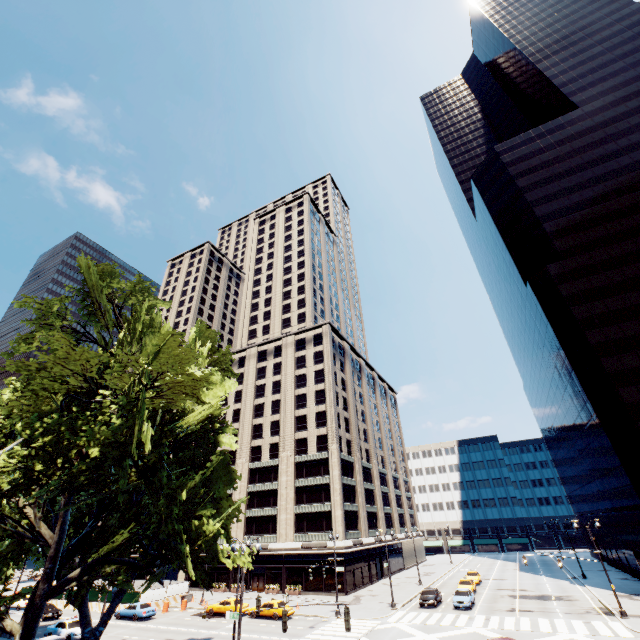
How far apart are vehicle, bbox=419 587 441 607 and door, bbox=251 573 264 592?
24.45m

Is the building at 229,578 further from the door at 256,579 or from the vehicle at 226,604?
the vehicle at 226,604

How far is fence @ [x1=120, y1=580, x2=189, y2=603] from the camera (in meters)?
40.94

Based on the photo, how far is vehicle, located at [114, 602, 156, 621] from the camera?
36.21m

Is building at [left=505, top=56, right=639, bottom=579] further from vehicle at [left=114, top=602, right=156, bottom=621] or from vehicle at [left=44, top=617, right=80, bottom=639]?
vehicle at [left=44, top=617, right=80, bottom=639]

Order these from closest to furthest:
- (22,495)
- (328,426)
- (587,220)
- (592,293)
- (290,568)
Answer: (22,495) < (592,293) < (290,568) < (587,220) < (328,426)

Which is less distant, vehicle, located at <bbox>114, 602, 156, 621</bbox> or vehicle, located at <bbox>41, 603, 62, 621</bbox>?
vehicle, located at <bbox>114, 602, 156, 621</bbox>

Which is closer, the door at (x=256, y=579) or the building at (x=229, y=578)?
the door at (x=256, y=579)
